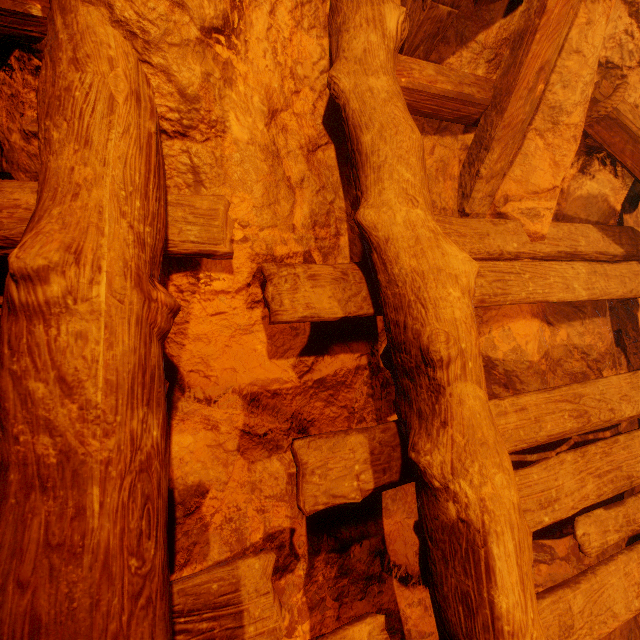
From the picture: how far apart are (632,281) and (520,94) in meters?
1.5
